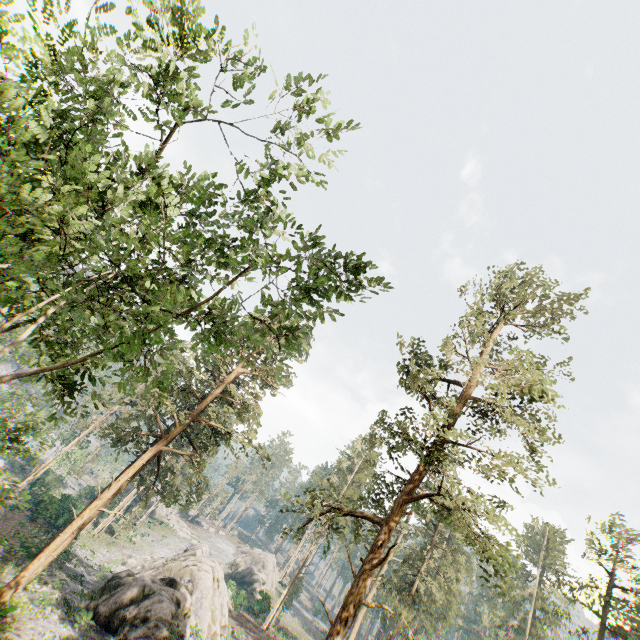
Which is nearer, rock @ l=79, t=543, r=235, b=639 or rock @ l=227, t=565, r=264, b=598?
rock @ l=79, t=543, r=235, b=639

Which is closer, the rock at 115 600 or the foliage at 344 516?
the foliage at 344 516

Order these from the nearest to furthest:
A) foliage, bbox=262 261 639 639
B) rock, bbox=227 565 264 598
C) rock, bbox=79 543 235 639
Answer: foliage, bbox=262 261 639 639 < rock, bbox=79 543 235 639 < rock, bbox=227 565 264 598

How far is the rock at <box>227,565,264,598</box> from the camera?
55.38m

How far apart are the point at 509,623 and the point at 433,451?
53.0m

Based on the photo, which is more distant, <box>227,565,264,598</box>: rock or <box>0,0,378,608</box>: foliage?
<box>227,565,264,598</box>: rock

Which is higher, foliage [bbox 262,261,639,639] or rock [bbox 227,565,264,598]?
foliage [bbox 262,261,639,639]

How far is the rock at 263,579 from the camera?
55.4m
